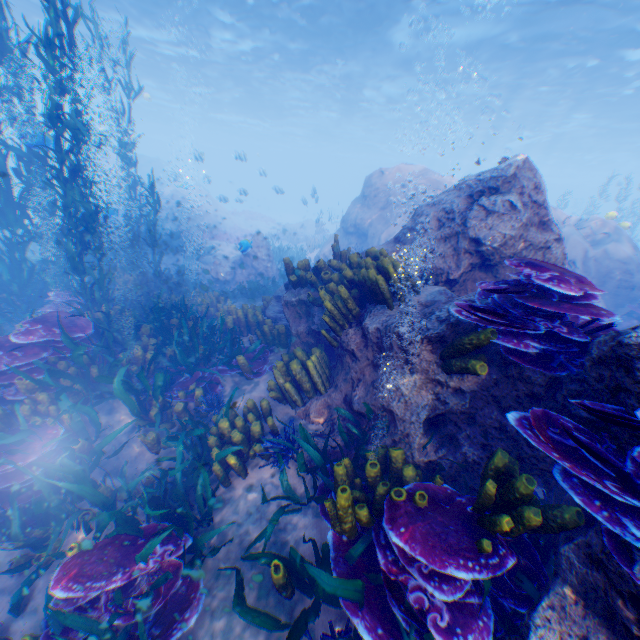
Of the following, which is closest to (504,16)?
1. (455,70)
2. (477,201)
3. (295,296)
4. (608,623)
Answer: (455,70)

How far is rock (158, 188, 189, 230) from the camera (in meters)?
23.53

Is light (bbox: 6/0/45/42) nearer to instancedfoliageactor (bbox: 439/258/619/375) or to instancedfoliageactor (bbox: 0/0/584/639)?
instancedfoliageactor (bbox: 0/0/584/639)

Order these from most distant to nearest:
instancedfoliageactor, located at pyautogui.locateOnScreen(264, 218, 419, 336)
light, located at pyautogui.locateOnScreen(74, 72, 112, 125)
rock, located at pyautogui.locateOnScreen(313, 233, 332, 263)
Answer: light, located at pyautogui.locateOnScreen(74, 72, 112, 125), rock, located at pyautogui.locateOnScreen(313, 233, 332, 263), instancedfoliageactor, located at pyautogui.locateOnScreen(264, 218, 419, 336)

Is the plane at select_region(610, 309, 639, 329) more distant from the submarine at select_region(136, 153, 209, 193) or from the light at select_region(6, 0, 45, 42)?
the submarine at select_region(136, 153, 209, 193)

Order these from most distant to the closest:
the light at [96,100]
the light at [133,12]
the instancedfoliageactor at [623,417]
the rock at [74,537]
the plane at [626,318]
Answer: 1. the light at [96,100]
2. the light at [133,12]
3. the plane at [626,318]
4. the rock at [74,537]
5. the instancedfoliageactor at [623,417]

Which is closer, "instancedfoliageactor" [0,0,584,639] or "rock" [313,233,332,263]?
"instancedfoliageactor" [0,0,584,639]

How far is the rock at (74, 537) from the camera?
3.6m
